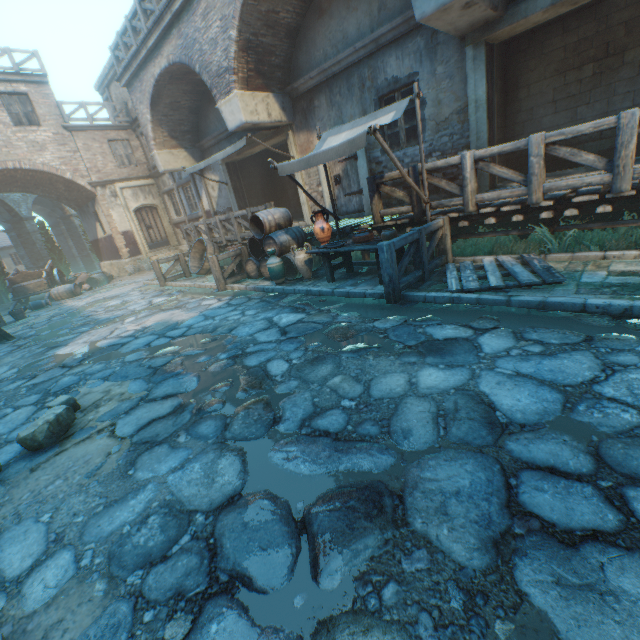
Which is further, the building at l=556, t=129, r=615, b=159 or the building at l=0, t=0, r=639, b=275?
the building at l=556, t=129, r=615, b=159

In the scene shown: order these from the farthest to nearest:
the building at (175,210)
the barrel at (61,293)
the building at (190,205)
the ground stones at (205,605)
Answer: the building at (175,210) → the building at (190,205) → the barrel at (61,293) → the ground stones at (205,605)

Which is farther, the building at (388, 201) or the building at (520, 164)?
the building at (388, 201)

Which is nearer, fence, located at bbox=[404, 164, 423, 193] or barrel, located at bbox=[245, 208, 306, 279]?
fence, located at bbox=[404, 164, 423, 193]

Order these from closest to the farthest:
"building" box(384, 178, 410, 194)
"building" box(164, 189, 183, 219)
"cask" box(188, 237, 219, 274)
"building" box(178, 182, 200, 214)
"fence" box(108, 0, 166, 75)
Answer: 1. "building" box(384, 178, 410, 194)
2. "fence" box(108, 0, 166, 75)
3. "cask" box(188, 237, 219, 274)
4. "building" box(178, 182, 200, 214)
5. "building" box(164, 189, 183, 219)

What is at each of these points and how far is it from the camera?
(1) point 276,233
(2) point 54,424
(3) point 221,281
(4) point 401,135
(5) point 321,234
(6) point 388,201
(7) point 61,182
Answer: (1) barrel, 8.0 meters
(2) rocks, 3.5 meters
(3) fence, 8.8 meters
(4) building, 8.2 meters
(5) ceramic pot, 6.8 meters
(6) building, 9.0 meters
(7) building, 16.3 meters

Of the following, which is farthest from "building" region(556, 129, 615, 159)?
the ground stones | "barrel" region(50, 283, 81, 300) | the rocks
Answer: "barrel" region(50, 283, 81, 300)
